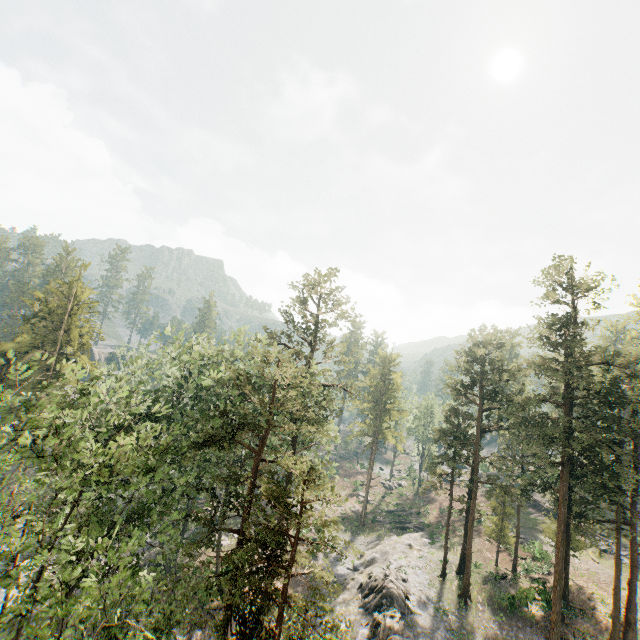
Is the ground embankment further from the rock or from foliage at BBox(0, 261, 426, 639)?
the rock

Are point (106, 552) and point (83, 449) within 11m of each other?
yes

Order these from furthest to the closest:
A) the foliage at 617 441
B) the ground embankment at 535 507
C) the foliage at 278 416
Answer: the ground embankment at 535 507, the foliage at 617 441, the foliage at 278 416

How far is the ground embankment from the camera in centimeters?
4894cm

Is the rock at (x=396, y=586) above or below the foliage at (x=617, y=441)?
below

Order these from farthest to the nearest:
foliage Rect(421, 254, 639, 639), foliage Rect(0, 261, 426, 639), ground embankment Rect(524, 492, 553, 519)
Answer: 1. ground embankment Rect(524, 492, 553, 519)
2. foliage Rect(421, 254, 639, 639)
3. foliage Rect(0, 261, 426, 639)
